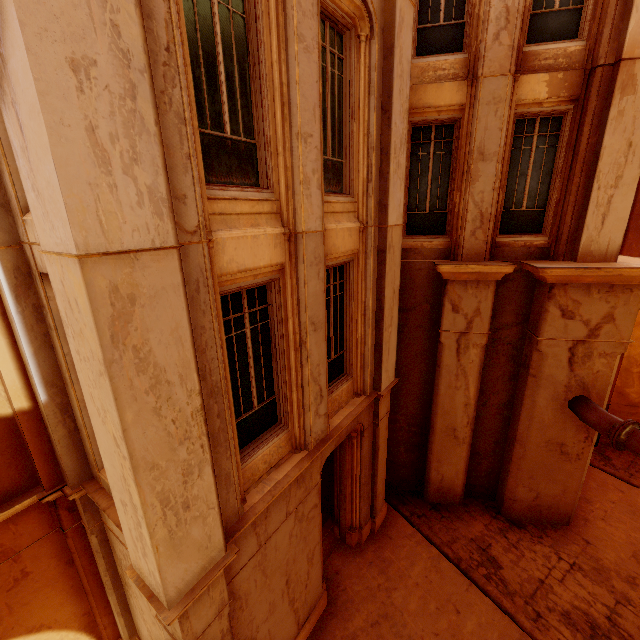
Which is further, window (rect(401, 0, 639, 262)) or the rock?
the rock

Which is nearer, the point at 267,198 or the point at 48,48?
the point at 48,48

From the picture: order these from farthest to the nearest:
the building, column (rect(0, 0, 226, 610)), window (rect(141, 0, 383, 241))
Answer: the building, window (rect(141, 0, 383, 241)), column (rect(0, 0, 226, 610))

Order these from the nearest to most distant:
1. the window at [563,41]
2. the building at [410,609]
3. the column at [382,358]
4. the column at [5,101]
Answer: the column at [5,101] < the column at [382,358] < the window at [563,41] < the building at [410,609]

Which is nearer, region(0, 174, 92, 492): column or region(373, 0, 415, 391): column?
region(0, 174, 92, 492): column

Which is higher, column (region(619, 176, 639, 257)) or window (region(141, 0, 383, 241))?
window (region(141, 0, 383, 241))

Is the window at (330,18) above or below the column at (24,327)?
above

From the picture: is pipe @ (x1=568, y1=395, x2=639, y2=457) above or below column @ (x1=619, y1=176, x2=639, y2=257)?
below
